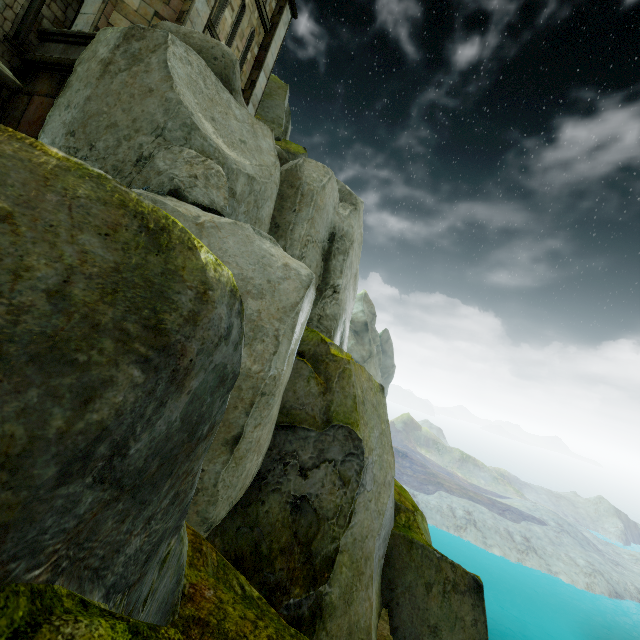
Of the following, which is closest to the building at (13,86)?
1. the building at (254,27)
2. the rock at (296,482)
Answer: the rock at (296,482)

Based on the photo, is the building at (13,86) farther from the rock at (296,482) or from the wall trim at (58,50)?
the wall trim at (58,50)

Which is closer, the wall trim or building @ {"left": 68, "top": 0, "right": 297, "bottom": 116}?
the wall trim

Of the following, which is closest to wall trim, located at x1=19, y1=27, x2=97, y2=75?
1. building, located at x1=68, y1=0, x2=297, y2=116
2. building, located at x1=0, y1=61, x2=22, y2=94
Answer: building, located at x1=68, y1=0, x2=297, y2=116

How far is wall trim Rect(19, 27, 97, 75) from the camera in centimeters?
834cm

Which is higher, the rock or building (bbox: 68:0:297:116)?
building (bbox: 68:0:297:116)

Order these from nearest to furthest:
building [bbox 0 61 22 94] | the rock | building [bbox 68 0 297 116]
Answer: the rock < building [bbox 0 61 22 94] < building [bbox 68 0 297 116]

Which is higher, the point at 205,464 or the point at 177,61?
the point at 177,61
